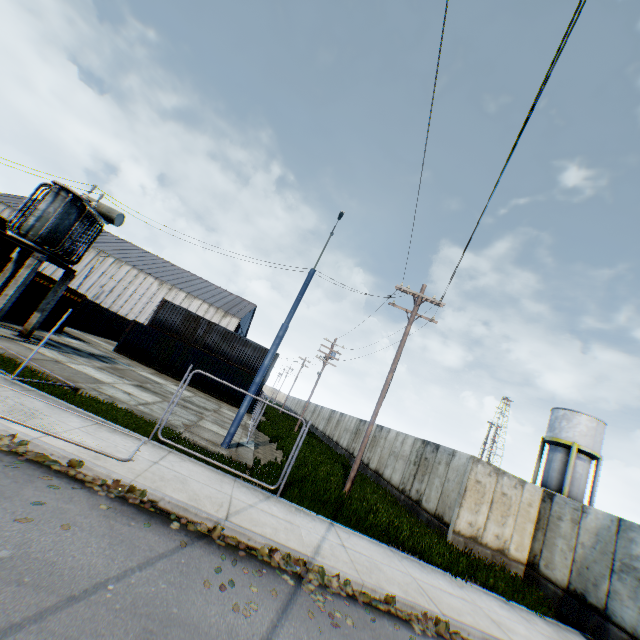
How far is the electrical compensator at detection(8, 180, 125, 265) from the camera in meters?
13.0 m

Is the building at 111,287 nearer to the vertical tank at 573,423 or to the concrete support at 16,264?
the concrete support at 16,264

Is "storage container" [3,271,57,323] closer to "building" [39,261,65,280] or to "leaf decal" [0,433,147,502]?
"leaf decal" [0,433,147,502]

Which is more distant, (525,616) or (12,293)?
(12,293)

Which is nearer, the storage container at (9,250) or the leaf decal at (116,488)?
the leaf decal at (116,488)

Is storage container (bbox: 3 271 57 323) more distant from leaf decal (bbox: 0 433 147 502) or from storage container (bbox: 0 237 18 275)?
leaf decal (bbox: 0 433 147 502)

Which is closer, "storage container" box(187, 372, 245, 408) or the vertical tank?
"storage container" box(187, 372, 245, 408)

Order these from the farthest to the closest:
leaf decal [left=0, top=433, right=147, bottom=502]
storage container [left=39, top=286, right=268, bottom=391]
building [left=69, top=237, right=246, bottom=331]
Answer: building [left=69, top=237, right=246, bottom=331] < storage container [left=39, top=286, right=268, bottom=391] < leaf decal [left=0, top=433, right=147, bottom=502]
